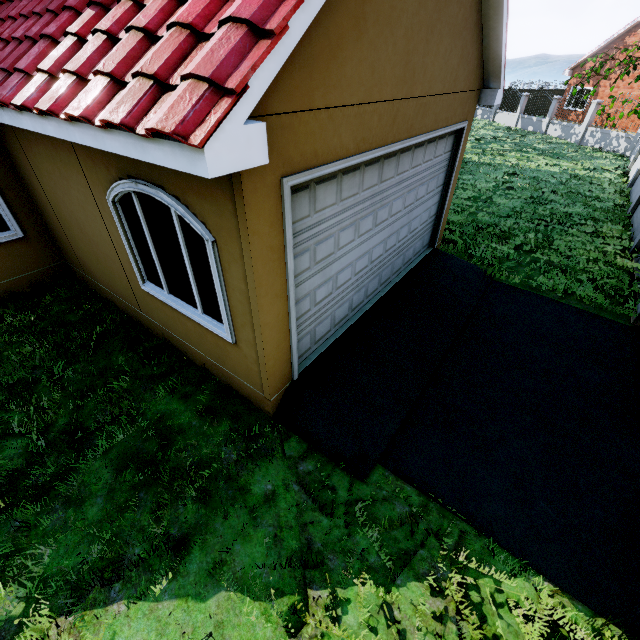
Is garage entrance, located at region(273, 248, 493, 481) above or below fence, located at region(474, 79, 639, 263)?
below

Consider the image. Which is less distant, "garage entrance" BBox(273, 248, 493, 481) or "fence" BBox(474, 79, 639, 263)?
"garage entrance" BBox(273, 248, 493, 481)

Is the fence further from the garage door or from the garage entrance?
the garage door

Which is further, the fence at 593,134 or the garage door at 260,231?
the fence at 593,134

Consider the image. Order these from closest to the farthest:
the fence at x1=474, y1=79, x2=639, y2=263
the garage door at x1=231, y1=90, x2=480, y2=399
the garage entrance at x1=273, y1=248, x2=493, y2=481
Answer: the garage door at x1=231, y1=90, x2=480, y2=399, the garage entrance at x1=273, y1=248, x2=493, y2=481, the fence at x1=474, y1=79, x2=639, y2=263

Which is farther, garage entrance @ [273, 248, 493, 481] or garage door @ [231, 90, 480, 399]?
garage entrance @ [273, 248, 493, 481]

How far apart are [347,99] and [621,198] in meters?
14.0

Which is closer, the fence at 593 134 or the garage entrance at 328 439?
the garage entrance at 328 439
